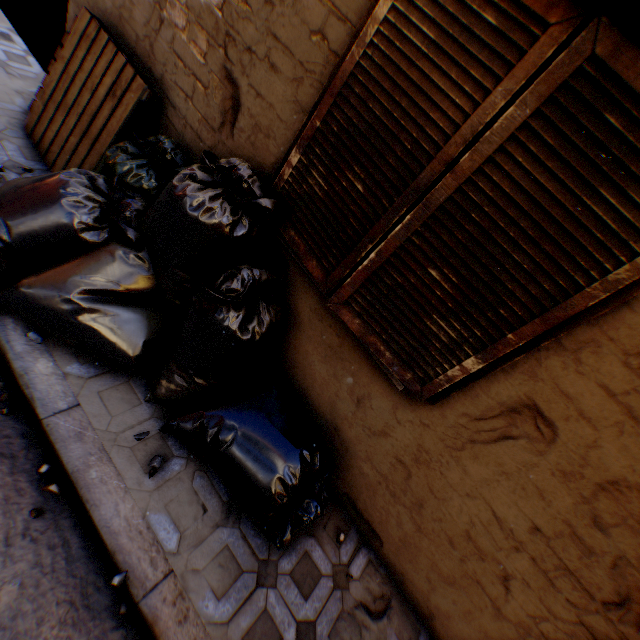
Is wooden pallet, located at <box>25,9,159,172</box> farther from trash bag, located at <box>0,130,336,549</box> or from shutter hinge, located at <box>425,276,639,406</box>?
shutter hinge, located at <box>425,276,639,406</box>

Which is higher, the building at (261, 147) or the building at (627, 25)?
the building at (627, 25)

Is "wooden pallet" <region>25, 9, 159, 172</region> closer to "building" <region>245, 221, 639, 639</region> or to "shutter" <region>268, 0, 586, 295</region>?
"building" <region>245, 221, 639, 639</region>

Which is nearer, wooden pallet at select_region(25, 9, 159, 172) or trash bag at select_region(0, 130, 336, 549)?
trash bag at select_region(0, 130, 336, 549)

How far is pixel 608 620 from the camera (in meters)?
1.71

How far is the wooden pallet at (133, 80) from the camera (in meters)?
2.54

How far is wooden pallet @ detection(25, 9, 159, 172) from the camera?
2.5m

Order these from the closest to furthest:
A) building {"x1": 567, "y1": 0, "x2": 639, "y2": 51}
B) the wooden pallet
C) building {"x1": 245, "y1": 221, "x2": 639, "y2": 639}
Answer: building {"x1": 567, "y1": 0, "x2": 639, "y2": 51}, building {"x1": 245, "y1": 221, "x2": 639, "y2": 639}, the wooden pallet
